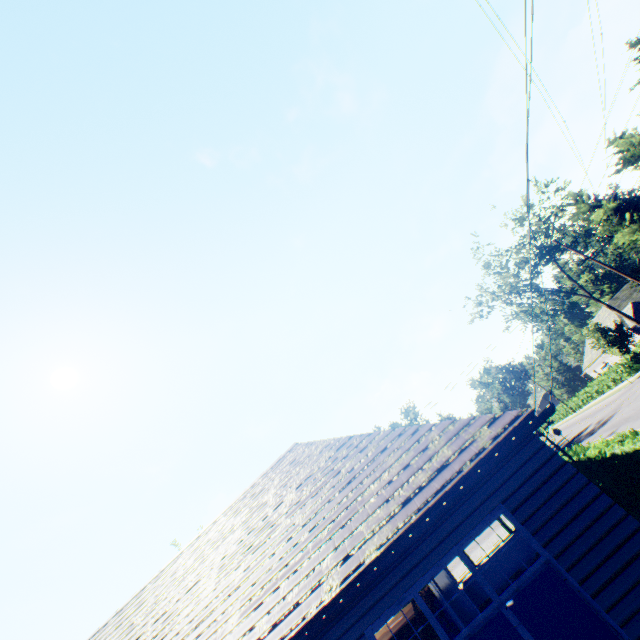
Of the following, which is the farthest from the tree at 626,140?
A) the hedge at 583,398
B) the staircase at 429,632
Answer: the staircase at 429,632

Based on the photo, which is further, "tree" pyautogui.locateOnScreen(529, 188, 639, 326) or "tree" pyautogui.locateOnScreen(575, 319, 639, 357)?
"tree" pyautogui.locateOnScreen(575, 319, 639, 357)

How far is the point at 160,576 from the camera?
11.48m

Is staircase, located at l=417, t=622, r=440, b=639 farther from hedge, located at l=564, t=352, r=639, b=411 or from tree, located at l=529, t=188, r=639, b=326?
hedge, located at l=564, t=352, r=639, b=411

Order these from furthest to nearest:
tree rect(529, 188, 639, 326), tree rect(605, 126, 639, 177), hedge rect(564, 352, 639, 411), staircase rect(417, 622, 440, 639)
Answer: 1. hedge rect(564, 352, 639, 411)
2. tree rect(529, 188, 639, 326)
3. tree rect(605, 126, 639, 177)
4. staircase rect(417, 622, 440, 639)
